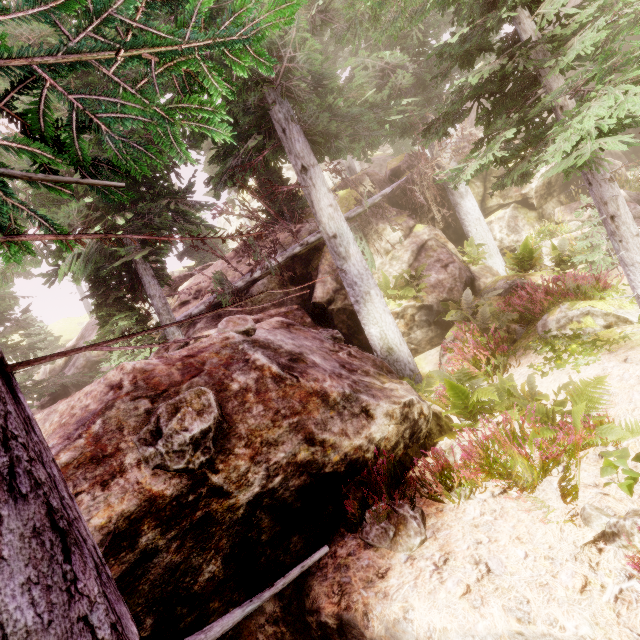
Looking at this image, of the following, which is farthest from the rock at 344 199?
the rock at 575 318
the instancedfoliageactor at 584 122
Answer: the rock at 575 318

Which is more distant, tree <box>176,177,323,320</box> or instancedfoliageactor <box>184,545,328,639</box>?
tree <box>176,177,323,320</box>

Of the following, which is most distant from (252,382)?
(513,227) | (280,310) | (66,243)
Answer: (513,227)

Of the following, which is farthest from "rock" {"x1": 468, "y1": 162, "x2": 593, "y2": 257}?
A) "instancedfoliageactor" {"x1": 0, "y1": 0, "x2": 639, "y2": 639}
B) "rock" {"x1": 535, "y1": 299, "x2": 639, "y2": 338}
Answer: "rock" {"x1": 535, "y1": 299, "x2": 639, "y2": 338}

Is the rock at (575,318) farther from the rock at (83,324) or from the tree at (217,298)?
the tree at (217,298)

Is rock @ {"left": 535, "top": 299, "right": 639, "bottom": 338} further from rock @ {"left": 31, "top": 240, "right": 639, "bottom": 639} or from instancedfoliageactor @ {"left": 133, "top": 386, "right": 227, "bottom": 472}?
rock @ {"left": 31, "top": 240, "right": 639, "bottom": 639}

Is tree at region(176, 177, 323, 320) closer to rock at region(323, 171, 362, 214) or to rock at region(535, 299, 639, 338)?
rock at region(323, 171, 362, 214)
